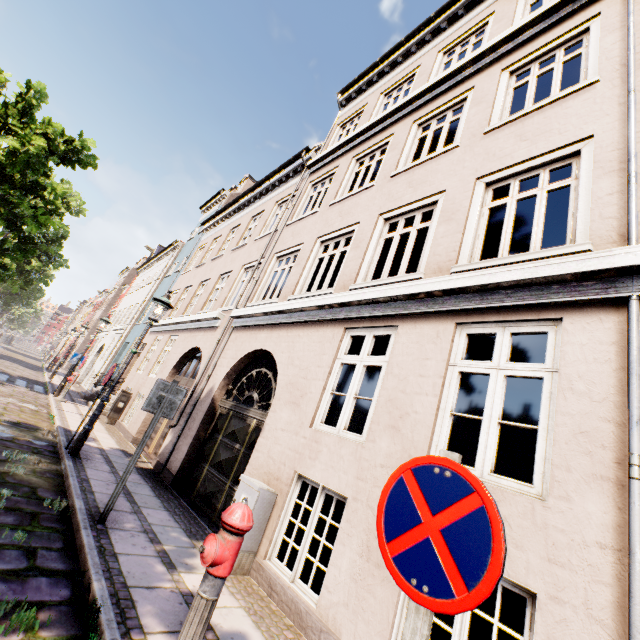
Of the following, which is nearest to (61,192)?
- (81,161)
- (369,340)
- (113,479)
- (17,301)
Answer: (81,161)

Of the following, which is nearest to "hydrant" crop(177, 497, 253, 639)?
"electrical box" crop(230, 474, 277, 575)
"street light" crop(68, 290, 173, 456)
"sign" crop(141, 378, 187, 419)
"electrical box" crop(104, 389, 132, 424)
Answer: "electrical box" crop(230, 474, 277, 575)

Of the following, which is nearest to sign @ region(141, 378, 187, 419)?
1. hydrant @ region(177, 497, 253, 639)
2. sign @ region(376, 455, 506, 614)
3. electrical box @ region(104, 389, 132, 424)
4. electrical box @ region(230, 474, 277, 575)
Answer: electrical box @ region(230, 474, 277, 575)

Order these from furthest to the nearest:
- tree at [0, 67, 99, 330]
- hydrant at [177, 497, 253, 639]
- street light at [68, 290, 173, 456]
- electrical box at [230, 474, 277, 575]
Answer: tree at [0, 67, 99, 330], street light at [68, 290, 173, 456], electrical box at [230, 474, 277, 575], hydrant at [177, 497, 253, 639]

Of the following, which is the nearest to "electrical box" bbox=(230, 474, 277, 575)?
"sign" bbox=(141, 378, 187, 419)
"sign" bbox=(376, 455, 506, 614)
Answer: "sign" bbox=(141, 378, 187, 419)

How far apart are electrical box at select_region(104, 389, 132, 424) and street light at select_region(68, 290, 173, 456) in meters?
5.9

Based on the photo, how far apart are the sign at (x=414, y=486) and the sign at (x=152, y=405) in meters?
4.2

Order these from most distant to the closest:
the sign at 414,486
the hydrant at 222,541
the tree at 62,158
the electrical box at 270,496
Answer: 1. the tree at 62,158
2. the electrical box at 270,496
3. the hydrant at 222,541
4. the sign at 414,486
